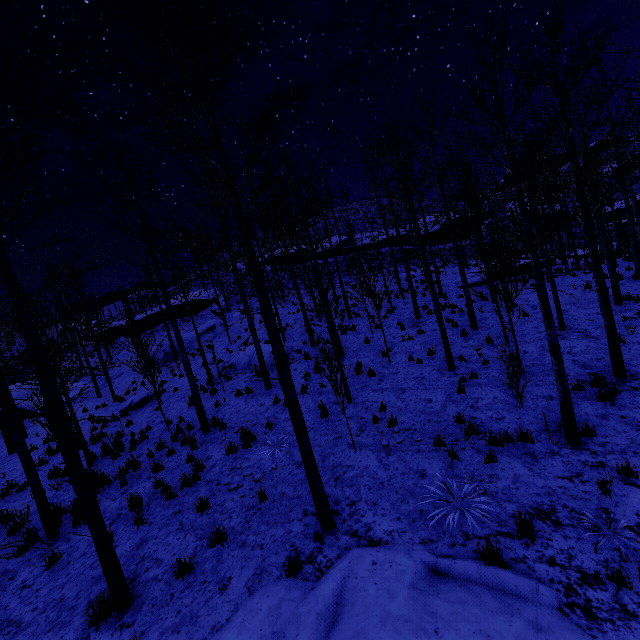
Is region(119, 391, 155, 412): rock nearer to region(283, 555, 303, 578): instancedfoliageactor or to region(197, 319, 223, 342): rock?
region(197, 319, 223, 342): rock

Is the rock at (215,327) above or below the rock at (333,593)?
above

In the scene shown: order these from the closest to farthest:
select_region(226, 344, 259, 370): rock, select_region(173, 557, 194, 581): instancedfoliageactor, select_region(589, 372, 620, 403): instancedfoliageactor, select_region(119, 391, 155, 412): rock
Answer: select_region(173, 557, 194, 581): instancedfoliageactor < select_region(589, 372, 620, 403): instancedfoliageactor < select_region(119, 391, 155, 412): rock < select_region(226, 344, 259, 370): rock

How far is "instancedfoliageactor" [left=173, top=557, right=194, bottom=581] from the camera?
5.66m

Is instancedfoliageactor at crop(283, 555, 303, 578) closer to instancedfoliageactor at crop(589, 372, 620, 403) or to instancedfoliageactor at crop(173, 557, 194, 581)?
instancedfoliageactor at crop(173, 557, 194, 581)

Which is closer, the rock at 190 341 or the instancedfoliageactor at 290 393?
the instancedfoliageactor at 290 393

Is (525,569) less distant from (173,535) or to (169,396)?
(173,535)

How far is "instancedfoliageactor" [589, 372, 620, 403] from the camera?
7.7m
